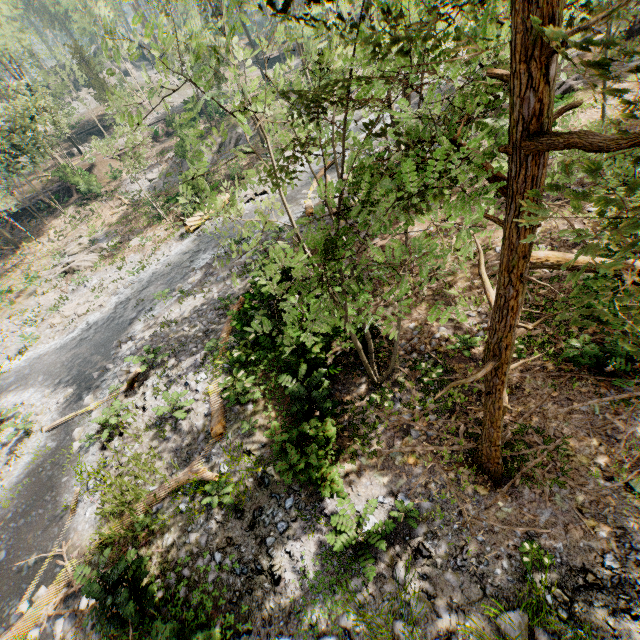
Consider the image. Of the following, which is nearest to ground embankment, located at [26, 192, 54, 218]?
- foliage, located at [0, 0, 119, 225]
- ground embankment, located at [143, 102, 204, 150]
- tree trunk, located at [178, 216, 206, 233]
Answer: foliage, located at [0, 0, 119, 225]

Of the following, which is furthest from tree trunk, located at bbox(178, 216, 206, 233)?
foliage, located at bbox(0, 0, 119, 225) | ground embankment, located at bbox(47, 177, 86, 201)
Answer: ground embankment, located at bbox(47, 177, 86, 201)

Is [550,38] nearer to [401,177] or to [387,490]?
[401,177]

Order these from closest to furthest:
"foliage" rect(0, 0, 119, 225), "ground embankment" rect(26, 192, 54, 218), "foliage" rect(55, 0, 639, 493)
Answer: "foliage" rect(55, 0, 639, 493), "foliage" rect(0, 0, 119, 225), "ground embankment" rect(26, 192, 54, 218)

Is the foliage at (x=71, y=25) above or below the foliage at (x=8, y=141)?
below

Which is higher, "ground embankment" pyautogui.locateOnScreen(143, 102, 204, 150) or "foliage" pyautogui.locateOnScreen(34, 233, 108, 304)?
"ground embankment" pyautogui.locateOnScreen(143, 102, 204, 150)

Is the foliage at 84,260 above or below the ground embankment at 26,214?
below

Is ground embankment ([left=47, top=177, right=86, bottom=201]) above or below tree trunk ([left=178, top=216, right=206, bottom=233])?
above
